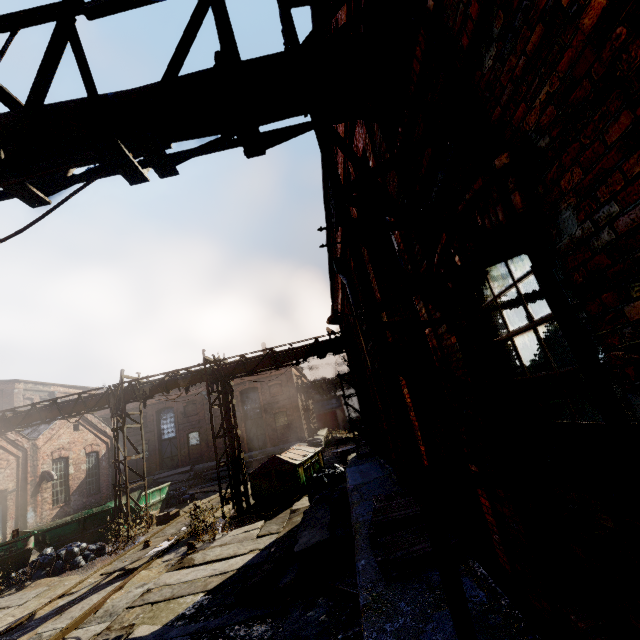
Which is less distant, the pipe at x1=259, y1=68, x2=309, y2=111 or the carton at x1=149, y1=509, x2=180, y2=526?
the pipe at x1=259, y1=68, x2=309, y2=111

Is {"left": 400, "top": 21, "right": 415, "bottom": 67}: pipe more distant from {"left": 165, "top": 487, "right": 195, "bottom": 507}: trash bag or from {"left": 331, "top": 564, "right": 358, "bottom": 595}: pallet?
{"left": 331, "top": 564, "right": 358, "bottom": 595}: pallet

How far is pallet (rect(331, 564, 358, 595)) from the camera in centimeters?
550cm

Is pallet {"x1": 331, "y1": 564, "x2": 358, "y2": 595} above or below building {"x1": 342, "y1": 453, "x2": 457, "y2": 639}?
below

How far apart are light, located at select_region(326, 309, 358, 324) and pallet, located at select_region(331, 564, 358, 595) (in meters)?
4.27

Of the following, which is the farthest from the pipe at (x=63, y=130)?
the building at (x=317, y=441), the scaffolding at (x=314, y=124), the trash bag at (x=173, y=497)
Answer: the building at (x=317, y=441)

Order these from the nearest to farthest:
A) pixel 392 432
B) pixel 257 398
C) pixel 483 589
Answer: pixel 483 589 < pixel 392 432 < pixel 257 398

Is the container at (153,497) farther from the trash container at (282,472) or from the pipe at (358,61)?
the trash container at (282,472)
